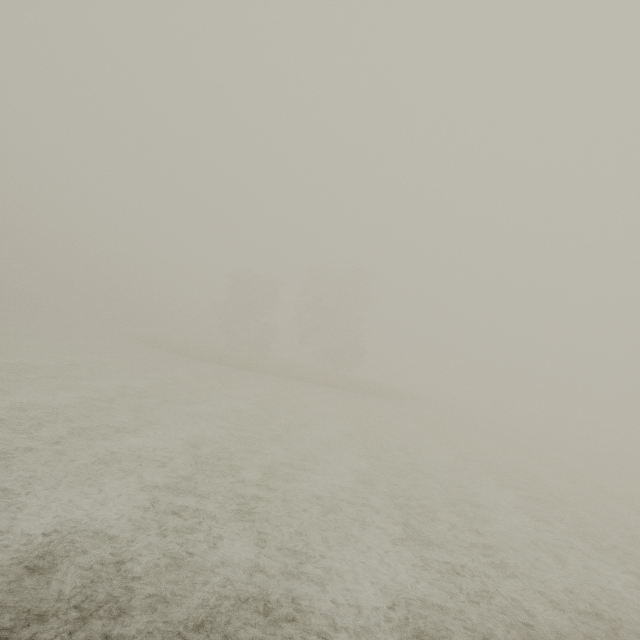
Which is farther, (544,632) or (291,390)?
(291,390)
